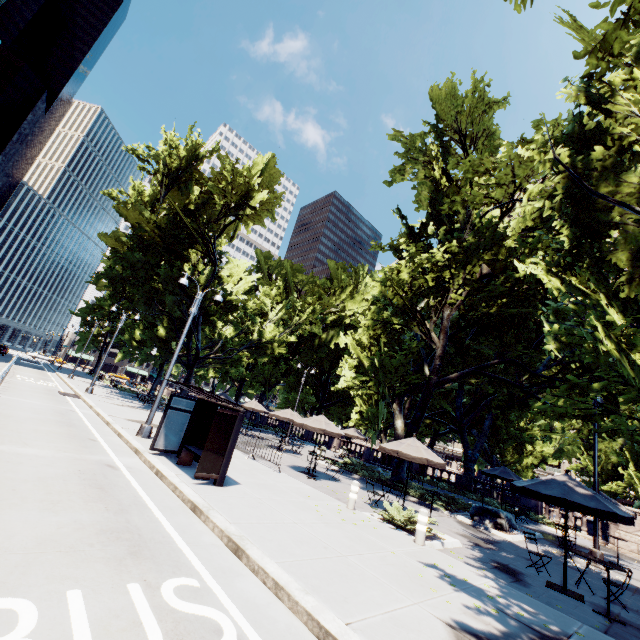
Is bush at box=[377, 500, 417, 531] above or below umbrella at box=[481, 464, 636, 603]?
below

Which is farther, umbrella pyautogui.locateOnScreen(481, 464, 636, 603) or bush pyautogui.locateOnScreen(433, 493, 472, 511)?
bush pyautogui.locateOnScreen(433, 493, 472, 511)

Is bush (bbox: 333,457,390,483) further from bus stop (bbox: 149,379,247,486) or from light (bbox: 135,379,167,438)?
light (bbox: 135,379,167,438)

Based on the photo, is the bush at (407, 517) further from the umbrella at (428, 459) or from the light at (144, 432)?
the light at (144, 432)

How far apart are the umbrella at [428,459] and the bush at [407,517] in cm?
156

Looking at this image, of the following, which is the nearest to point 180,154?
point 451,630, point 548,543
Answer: point 451,630

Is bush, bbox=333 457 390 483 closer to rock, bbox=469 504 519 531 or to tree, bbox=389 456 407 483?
tree, bbox=389 456 407 483

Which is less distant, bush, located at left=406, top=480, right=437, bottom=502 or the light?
the light
